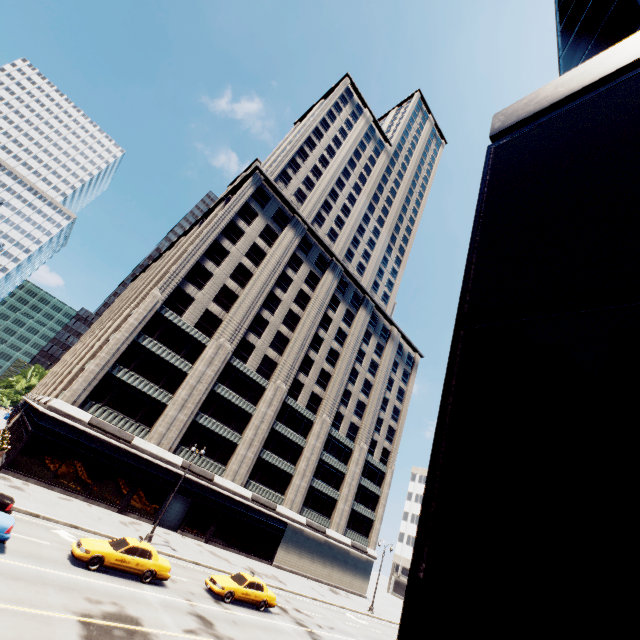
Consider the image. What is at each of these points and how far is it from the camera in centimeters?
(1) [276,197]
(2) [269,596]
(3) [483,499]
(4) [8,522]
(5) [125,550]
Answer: Result:
(1) building, 4984cm
(2) vehicle, 2184cm
(3) building, 97cm
(4) vehicle, 1390cm
(5) vehicle, 1688cm

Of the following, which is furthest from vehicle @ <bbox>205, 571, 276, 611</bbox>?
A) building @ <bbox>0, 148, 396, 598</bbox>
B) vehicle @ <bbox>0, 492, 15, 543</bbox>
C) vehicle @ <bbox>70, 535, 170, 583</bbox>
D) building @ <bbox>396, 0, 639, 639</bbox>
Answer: building @ <bbox>396, 0, 639, 639</bbox>

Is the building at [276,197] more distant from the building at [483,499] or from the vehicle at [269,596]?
the building at [483,499]

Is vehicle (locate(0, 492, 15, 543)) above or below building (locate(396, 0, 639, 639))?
below

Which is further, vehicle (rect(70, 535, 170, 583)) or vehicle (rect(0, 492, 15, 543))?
vehicle (rect(70, 535, 170, 583))

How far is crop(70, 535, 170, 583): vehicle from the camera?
15.9m

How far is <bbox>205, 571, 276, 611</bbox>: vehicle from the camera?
19.94m

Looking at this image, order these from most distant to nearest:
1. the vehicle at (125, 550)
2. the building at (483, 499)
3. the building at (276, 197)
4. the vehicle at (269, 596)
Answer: the building at (276, 197) → the vehicle at (269, 596) → the vehicle at (125, 550) → the building at (483, 499)
